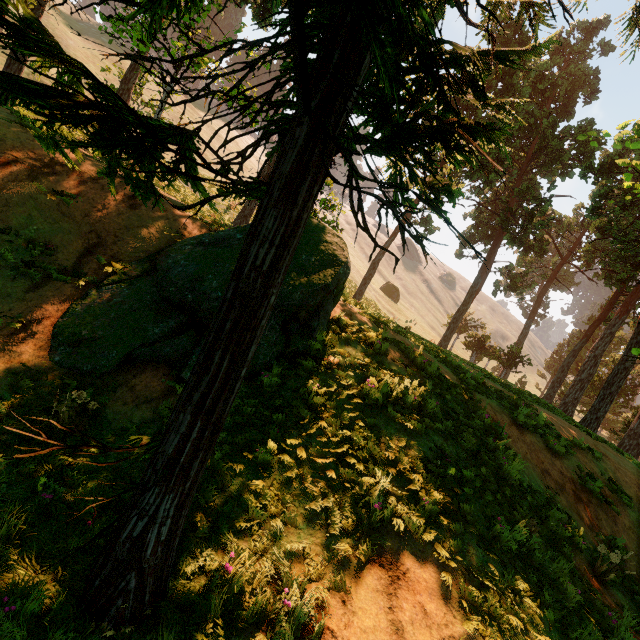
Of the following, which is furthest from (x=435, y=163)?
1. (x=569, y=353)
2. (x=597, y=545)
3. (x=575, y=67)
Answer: (x=575, y=67)

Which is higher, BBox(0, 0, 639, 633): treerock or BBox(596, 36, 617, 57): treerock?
BBox(596, 36, 617, 57): treerock

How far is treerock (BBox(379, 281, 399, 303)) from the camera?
54.28m

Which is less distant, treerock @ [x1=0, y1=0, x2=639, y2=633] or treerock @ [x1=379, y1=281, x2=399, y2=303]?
treerock @ [x1=0, y1=0, x2=639, y2=633]

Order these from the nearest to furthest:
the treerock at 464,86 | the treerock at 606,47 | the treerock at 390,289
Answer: the treerock at 464,86, the treerock at 606,47, the treerock at 390,289

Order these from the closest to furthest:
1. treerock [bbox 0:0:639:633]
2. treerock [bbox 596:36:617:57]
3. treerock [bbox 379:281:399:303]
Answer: treerock [bbox 0:0:639:633]
treerock [bbox 596:36:617:57]
treerock [bbox 379:281:399:303]

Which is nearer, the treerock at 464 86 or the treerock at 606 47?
the treerock at 464 86
